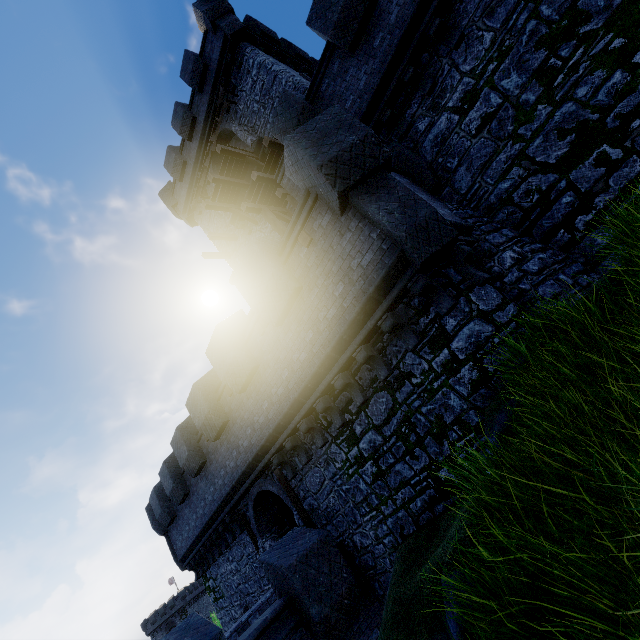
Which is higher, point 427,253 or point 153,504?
point 153,504

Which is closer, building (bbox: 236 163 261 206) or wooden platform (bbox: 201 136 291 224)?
wooden platform (bbox: 201 136 291 224)

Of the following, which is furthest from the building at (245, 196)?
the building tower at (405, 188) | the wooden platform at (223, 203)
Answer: the building tower at (405, 188)

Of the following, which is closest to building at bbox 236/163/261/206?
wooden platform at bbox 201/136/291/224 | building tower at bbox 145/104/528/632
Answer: wooden platform at bbox 201/136/291/224

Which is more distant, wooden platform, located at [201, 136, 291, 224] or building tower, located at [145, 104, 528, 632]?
wooden platform, located at [201, 136, 291, 224]

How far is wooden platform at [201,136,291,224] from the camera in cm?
1253

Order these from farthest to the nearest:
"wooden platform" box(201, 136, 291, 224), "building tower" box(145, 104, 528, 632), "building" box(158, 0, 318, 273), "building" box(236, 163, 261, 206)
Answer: "building" box(236, 163, 261, 206) → "building" box(158, 0, 318, 273) → "wooden platform" box(201, 136, 291, 224) → "building tower" box(145, 104, 528, 632)
